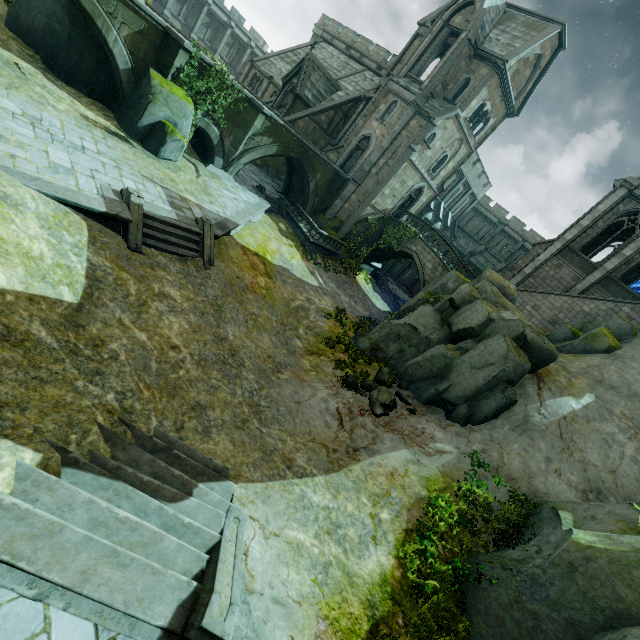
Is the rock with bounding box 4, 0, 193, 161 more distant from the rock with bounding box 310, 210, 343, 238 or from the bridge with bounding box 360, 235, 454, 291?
the bridge with bounding box 360, 235, 454, 291

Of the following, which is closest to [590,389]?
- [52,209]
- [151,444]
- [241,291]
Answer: [241,291]

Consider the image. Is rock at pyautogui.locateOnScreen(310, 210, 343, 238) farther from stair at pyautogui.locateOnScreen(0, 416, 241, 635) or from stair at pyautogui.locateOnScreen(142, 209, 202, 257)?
stair at pyautogui.locateOnScreen(0, 416, 241, 635)

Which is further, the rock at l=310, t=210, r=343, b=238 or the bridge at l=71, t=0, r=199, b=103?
the rock at l=310, t=210, r=343, b=238

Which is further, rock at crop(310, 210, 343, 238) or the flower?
rock at crop(310, 210, 343, 238)

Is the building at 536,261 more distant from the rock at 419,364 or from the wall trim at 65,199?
the wall trim at 65,199

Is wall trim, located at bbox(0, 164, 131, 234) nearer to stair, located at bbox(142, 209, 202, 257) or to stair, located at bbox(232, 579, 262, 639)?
stair, located at bbox(142, 209, 202, 257)

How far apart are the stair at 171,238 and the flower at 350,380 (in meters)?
7.94
